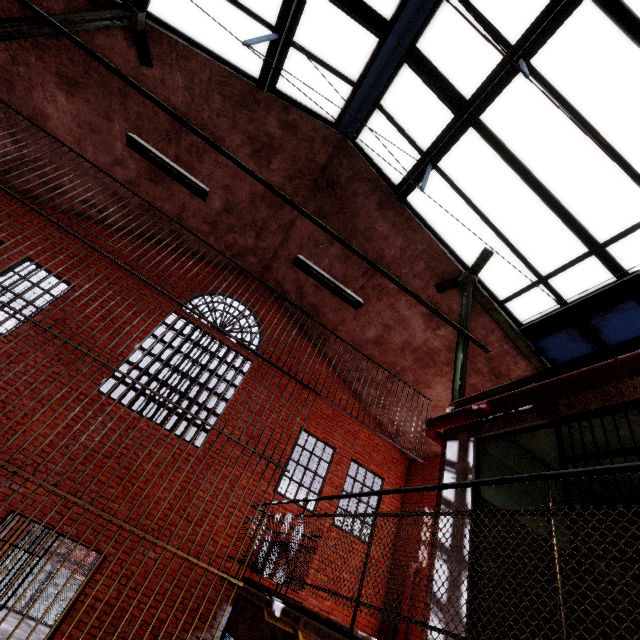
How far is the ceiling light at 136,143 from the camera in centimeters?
413cm

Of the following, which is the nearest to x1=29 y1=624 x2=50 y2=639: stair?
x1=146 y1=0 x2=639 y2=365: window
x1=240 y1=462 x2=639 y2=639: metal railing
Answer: x1=240 y1=462 x2=639 y2=639: metal railing

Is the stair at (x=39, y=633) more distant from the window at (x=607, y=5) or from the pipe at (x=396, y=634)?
the window at (x=607, y=5)

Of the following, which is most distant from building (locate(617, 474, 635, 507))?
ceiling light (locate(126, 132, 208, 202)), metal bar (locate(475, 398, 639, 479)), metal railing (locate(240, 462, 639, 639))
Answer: ceiling light (locate(126, 132, 208, 202))

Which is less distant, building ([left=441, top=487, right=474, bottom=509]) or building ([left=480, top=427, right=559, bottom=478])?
building ([left=441, top=487, right=474, bottom=509])

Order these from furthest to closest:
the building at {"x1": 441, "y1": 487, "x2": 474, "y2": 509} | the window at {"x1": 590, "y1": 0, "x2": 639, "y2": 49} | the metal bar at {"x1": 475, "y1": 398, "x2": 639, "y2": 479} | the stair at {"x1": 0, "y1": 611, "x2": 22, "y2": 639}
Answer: the stair at {"x1": 0, "y1": 611, "x2": 22, "y2": 639}, the window at {"x1": 590, "y1": 0, "x2": 639, "y2": 49}, the building at {"x1": 441, "y1": 487, "x2": 474, "y2": 509}, the metal bar at {"x1": 475, "y1": 398, "x2": 639, "y2": 479}

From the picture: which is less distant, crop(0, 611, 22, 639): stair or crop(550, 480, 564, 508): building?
crop(550, 480, 564, 508): building

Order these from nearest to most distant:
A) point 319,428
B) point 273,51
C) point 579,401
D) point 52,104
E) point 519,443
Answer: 1. point 579,401
2. point 519,443
3. point 273,51
4. point 52,104
5. point 319,428
